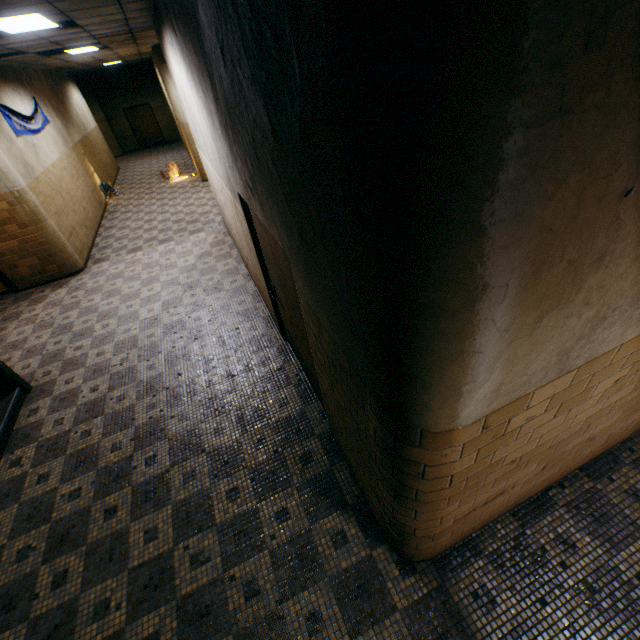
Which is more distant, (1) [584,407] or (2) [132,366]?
(2) [132,366]

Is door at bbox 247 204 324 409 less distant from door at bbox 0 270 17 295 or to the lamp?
the lamp

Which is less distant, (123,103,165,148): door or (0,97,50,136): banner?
(0,97,50,136): banner

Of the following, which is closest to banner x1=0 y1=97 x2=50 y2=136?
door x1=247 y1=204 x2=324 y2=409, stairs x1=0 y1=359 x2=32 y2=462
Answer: stairs x1=0 y1=359 x2=32 y2=462

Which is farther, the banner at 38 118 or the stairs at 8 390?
the banner at 38 118

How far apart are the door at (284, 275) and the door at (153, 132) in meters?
22.0

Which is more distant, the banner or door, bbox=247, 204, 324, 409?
the banner

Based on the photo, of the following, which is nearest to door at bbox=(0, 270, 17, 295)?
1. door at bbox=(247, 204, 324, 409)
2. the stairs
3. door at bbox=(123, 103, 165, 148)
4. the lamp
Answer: the stairs
